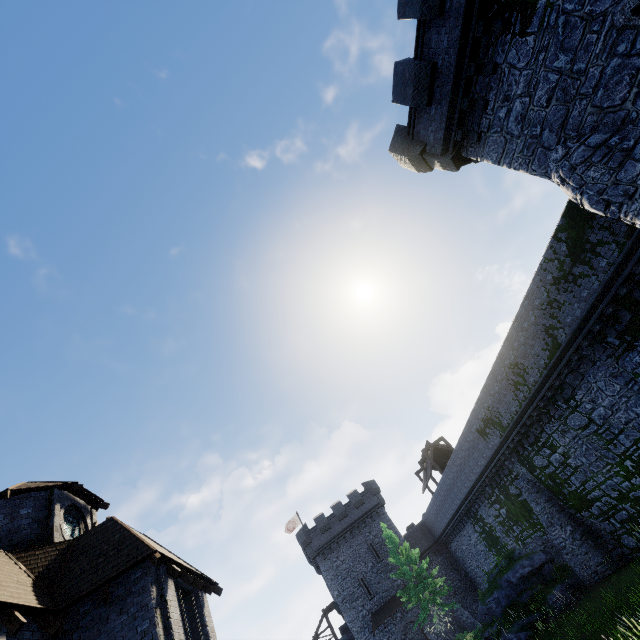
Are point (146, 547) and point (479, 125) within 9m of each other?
no

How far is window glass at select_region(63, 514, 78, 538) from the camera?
14.59m

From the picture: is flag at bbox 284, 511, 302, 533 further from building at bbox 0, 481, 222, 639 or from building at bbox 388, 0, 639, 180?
building at bbox 388, 0, 639, 180

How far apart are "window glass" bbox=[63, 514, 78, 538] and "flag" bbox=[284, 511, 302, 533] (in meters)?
35.61

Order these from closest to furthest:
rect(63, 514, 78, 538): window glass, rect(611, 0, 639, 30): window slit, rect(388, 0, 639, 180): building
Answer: rect(611, 0, 639, 30): window slit < rect(388, 0, 639, 180): building < rect(63, 514, 78, 538): window glass

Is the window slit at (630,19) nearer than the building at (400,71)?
Yes

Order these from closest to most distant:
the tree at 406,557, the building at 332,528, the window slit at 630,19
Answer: the window slit at 630,19, the tree at 406,557, the building at 332,528

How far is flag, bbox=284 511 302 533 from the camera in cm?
4503
